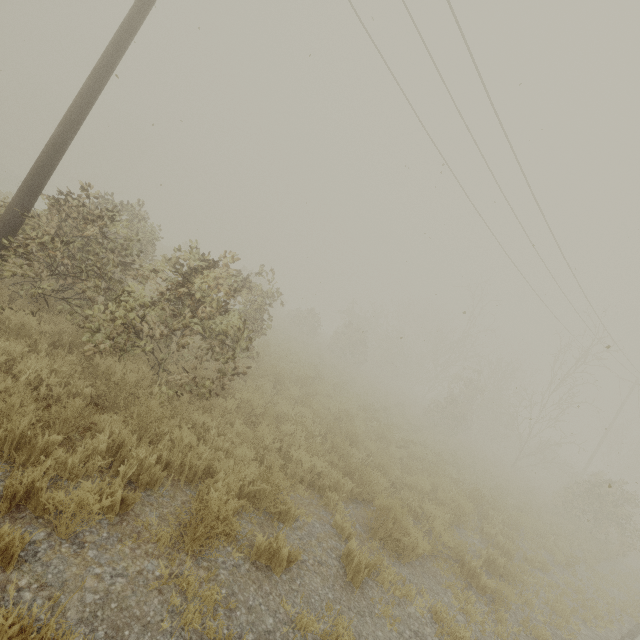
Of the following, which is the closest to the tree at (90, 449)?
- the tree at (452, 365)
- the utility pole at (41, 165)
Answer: the tree at (452, 365)

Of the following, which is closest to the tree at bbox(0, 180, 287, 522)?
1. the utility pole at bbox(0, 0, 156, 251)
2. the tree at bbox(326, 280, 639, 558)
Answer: the tree at bbox(326, 280, 639, 558)

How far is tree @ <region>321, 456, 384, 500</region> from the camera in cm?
611

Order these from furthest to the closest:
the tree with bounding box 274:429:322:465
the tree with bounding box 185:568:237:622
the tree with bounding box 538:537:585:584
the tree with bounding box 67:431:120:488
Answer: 1. the tree with bounding box 538:537:585:584
2. the tree with bounding box 274:429:322:465
3. the tree with bounding box 67:431:120:488
4. the tree with bounding box 185:568:237:622

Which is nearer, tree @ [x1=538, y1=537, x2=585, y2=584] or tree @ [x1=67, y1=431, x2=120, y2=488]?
tree @ [x1=67, y1=431, x2=120, y2=488]

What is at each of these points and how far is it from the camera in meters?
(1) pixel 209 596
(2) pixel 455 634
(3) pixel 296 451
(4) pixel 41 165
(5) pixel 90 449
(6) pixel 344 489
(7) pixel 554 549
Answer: (1) tree, 3.0 m
(2) tree, 4.2 m
(3) tree, 6.1 m
(4) utility pole, 5.4 m
(5) tree, 3.5 m
(6) tree, 6.2 m
(7) tree, 10.2 m

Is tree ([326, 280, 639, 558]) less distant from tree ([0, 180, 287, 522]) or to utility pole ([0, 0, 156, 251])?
tree ([0, 180, 287, 522])

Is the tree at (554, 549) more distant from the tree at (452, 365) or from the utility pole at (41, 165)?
the utility pole at (41, 165)
